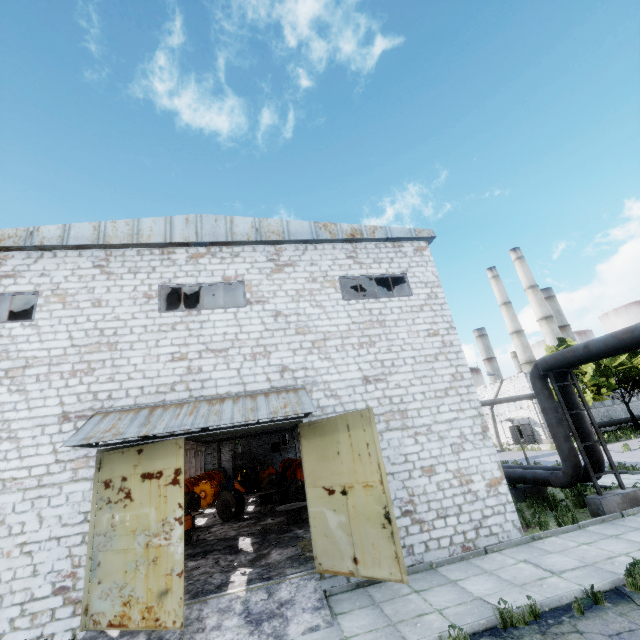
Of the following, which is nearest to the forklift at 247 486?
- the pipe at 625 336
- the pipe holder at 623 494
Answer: the pipe at 625 336

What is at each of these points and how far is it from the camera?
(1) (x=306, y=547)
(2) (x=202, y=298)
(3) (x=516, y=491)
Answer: (1) concrete debris, 10.9 meters
(2) column beam, 16.0 meters
(3) pipe holder, 13.8 meters

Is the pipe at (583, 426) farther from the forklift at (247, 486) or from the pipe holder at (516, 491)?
the forklift at (247, 486)

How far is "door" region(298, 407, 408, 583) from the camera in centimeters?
761cm

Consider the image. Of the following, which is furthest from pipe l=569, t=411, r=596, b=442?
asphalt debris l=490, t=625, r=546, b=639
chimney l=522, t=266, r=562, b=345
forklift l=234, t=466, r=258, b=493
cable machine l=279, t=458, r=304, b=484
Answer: chimney l=522, t=266, r=562, b=345

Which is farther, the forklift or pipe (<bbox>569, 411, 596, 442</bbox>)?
the forklift

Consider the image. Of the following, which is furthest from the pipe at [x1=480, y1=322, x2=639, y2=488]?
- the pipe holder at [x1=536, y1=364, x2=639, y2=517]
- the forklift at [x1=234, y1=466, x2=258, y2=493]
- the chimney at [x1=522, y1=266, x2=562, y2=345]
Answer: the chimney at [x1=522, y1=266, x2=562, y2=345]

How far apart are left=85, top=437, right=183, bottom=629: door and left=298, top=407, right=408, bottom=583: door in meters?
3.3 m
